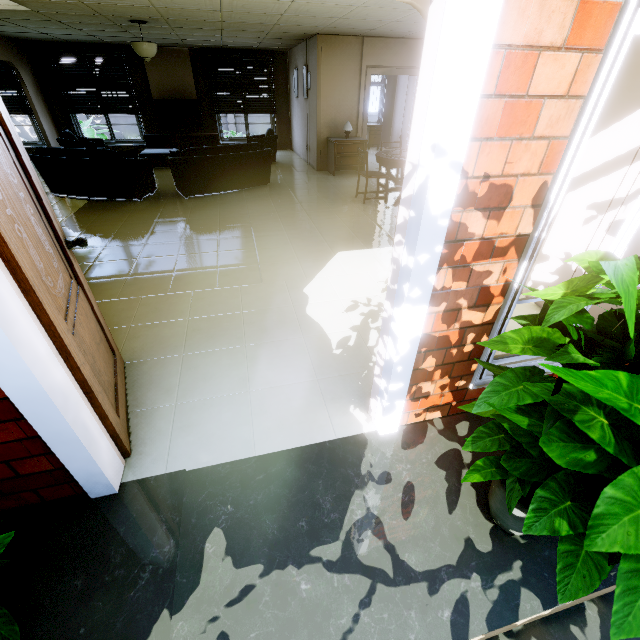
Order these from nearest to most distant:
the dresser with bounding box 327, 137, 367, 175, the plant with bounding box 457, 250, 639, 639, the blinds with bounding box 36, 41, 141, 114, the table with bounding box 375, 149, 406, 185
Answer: the plant with bounding box 457, 250, 639, 639
the table with bounding box 375, 149, 406, 185
the dresser with bounding box 327, 137, 367, 175
the blinds with bounding box 36, 41, 141, 114

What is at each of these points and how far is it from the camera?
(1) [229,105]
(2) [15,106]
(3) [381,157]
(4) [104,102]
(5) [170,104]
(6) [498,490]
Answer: (1) blinds, 10.6m
(2) blinds, 9.4m
(3) table, 5.9m
(4) blinds, 9.8m
(5) tv, 9.9m
(6) planter pot, 1.5m

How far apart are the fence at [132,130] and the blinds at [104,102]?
6.27m

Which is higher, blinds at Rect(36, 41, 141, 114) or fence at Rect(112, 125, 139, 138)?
blinds at Rect(36, 41, 141, 114)

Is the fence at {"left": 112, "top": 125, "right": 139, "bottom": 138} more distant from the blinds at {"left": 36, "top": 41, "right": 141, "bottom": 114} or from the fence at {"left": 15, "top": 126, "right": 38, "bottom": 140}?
the blinds at {"left": 36, "top": 41, "right": 141, "bottom": 114}

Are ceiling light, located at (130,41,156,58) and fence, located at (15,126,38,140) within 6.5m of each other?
no

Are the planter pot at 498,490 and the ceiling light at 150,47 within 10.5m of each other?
yes

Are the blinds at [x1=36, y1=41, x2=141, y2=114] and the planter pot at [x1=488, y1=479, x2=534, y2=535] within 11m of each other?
no
